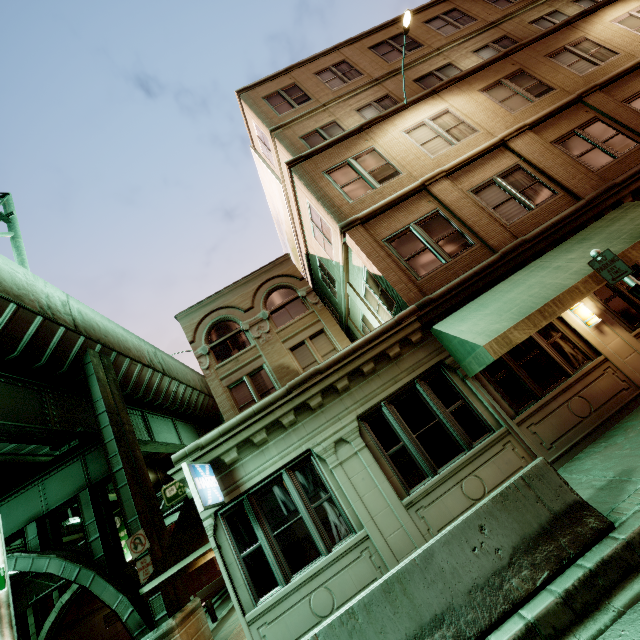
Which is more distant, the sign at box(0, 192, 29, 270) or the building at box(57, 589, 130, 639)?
the building at box(57, 589, 130, 639)

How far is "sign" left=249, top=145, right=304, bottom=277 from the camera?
17.48m

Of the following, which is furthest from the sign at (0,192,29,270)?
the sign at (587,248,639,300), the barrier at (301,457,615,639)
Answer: the sign at (587,248,639,300)

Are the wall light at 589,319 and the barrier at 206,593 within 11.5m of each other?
no

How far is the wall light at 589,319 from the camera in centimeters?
804cm

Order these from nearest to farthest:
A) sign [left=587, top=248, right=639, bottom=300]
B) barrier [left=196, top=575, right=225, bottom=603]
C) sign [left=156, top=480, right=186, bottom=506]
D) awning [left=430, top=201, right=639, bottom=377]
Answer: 1. sign [left=587, top=248, right=639, bottom=300]
2. awning [left=430, top=201, right=639, bottom=377]
3. sign [left=156, top=480, right=186, bottom=506]
4. barrier [left=196, top=575, right=225, bottom=603]

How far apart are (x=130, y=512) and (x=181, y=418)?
13.01m

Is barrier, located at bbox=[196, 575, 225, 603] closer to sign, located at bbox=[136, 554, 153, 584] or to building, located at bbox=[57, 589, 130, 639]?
building, located at bbox=[57, 589, 130, 639]
